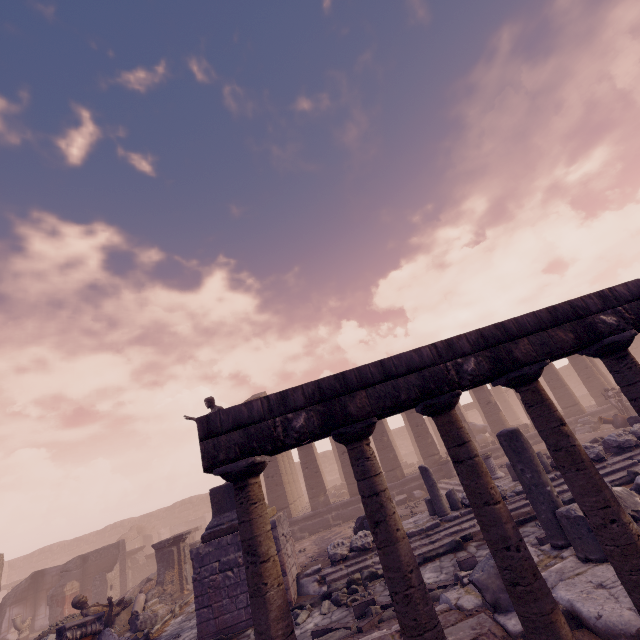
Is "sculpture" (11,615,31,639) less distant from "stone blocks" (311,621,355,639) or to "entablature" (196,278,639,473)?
"stone blocks" (311,621,355,639)

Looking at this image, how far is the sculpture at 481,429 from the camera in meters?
22.1 m

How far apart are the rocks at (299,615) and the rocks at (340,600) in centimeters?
24cm

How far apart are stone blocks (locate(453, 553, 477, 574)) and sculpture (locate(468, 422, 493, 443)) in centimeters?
1759cm

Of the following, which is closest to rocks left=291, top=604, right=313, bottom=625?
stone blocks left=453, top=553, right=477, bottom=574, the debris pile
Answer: stone blocks left=453, top=553, right=477, bottom=574

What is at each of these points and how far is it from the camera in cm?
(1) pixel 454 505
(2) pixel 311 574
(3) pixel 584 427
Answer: (1) building debris, 996
(2) building debris, 883
(3) building debris, 1689

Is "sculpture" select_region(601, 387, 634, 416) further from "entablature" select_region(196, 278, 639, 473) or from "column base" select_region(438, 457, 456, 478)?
"entablature" select_region(196, 278, 639, 473)

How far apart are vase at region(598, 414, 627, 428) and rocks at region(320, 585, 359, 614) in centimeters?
1380cm
